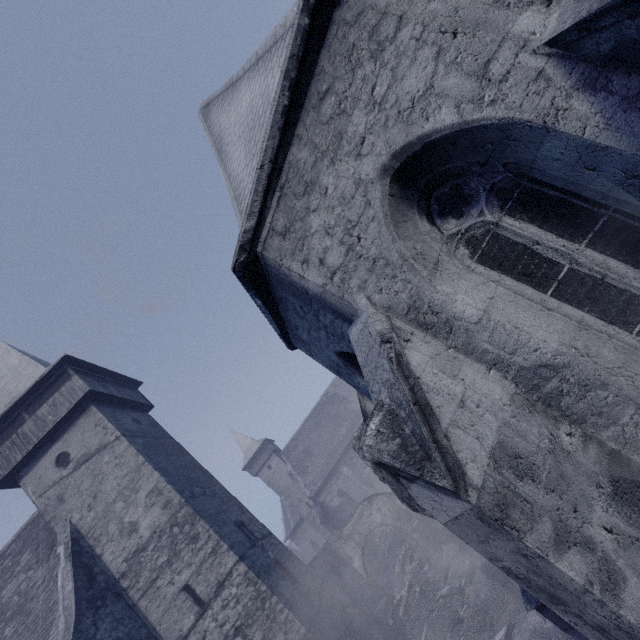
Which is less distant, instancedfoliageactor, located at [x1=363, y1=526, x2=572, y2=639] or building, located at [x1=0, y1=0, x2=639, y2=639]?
building, located at [x1=0, y1=0, x2=639, y2=639]

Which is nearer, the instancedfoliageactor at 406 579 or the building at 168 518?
the building at 168 518

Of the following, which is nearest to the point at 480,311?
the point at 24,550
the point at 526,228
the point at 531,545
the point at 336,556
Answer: the point at 526,228

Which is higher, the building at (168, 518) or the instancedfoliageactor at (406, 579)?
the building at (168, 518)

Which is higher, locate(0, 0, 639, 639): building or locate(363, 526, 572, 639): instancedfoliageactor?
locate(0, 0, 639, 639): building
